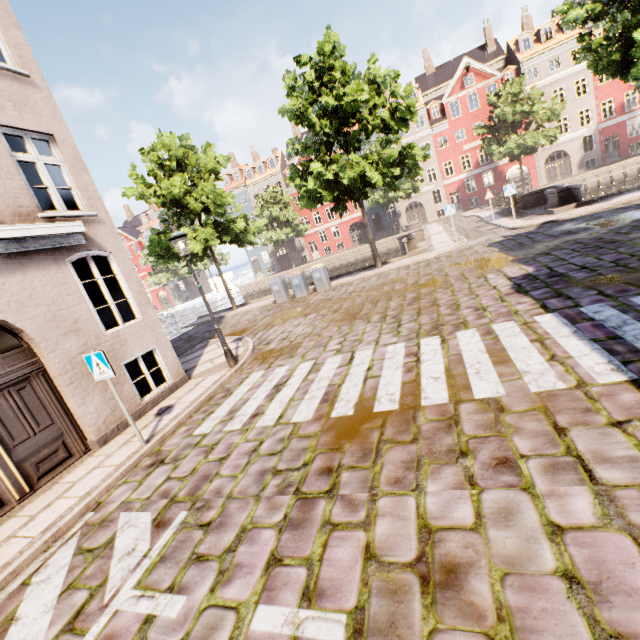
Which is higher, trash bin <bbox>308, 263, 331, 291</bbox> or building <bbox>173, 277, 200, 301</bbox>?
building <bbox>173, 277, 200, 301</bbox>

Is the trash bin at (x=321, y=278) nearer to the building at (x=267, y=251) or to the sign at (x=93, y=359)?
the building at (x=267, y=251)

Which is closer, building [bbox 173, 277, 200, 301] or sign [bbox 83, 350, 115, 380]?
sign [bbox 83, 350, 115, 380]

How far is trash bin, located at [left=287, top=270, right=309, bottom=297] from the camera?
17.17m

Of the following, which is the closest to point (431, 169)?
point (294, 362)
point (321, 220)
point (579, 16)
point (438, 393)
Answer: point (321, 220)

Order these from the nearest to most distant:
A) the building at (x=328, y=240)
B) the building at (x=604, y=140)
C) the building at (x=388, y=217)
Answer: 1. the building at (x=604, y=140)
2. the building at (x=388, y=217)
3. the building at (x=328, y=240)

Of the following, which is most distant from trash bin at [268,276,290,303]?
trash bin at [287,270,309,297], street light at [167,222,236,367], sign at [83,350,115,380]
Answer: sign at [83,350,115,380]

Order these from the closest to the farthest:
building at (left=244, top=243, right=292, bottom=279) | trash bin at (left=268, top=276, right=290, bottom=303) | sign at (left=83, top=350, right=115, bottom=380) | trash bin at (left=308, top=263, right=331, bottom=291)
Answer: sign at (left=83, top=350, right=115, bottom=380)
trash bin at (left=308, top=263, right=331, bottom=291)
trash bin at (left=268, top=276, right=290, bottom=303)
building at (left=244, top=243, right=292, bottom=279)
